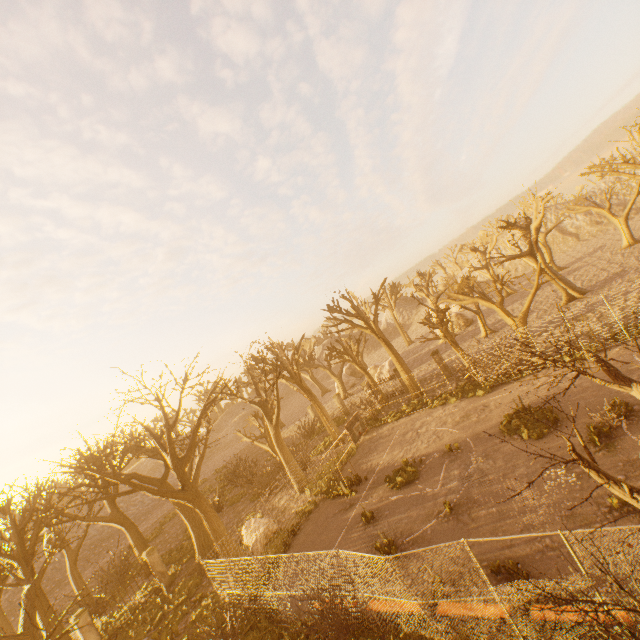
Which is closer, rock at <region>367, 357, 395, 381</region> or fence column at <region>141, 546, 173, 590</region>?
fence column at <region>141, 546, 173, 590</region>

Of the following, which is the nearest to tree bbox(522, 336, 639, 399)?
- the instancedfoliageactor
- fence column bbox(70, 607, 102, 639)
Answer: fence column bbox(70, 607, 102, 639)

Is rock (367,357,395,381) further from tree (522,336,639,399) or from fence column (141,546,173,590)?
fence column (141,546,173,590)

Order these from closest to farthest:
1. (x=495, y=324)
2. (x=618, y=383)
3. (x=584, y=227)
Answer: (x=618, y=383) → (x=495, y=324) → (x=584, y=227)

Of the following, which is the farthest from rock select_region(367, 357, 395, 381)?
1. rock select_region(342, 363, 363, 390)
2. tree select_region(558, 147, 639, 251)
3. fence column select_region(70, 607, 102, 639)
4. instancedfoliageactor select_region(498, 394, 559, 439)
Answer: fence column select_region(70, 607, 102, 639)

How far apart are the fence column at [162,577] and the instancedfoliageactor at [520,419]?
22.3m

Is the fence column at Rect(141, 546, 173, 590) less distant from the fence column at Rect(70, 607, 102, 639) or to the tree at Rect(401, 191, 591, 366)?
the tree at Rect(401, 191, 591, 366)

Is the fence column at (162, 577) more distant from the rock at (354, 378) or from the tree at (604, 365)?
the rock at (354, 378)
